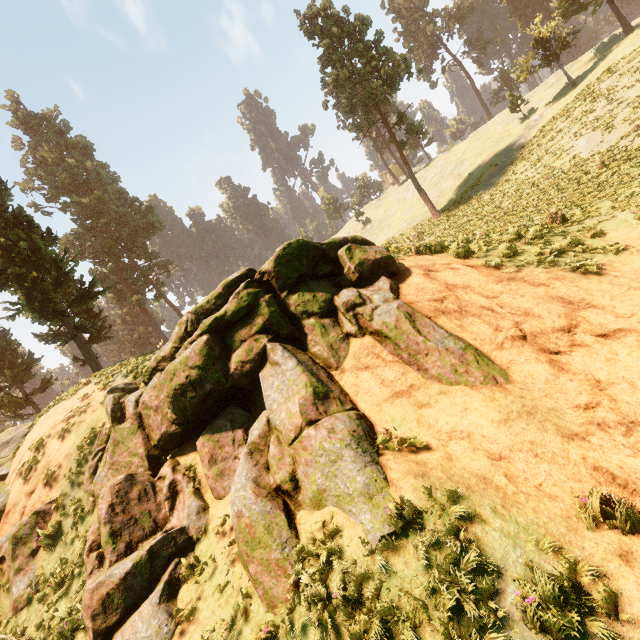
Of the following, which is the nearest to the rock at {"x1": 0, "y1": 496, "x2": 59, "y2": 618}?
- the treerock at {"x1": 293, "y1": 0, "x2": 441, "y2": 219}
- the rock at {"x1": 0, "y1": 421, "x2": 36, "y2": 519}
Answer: the rock at {"x1": 0, "y1": 421, "x2": 36, "y2": 519}

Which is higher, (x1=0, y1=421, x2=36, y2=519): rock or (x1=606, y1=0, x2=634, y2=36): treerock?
(x1=606, y1=0, x2=634, y2=36): treerock

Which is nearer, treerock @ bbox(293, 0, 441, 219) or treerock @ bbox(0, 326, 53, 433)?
treerock @ bbox(0, 326, 53, 433)

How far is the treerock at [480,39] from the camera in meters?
55.6 m

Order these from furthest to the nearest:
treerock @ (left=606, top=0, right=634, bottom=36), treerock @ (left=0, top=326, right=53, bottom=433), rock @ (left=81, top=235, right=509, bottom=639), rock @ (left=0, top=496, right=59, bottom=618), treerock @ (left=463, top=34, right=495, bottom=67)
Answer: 1. treerock @ (left=463, top=34, right=495, bottom=67)
2. treerock @ (left=606, top=0, right=634, bottom=36)
3. treerock @ (left=0, top=326, right=53, bottom=433)
4. rock @ (left=0, top=496, right=59, bottom=618)
5. rock @ (left=81, top=235, right=509, bottom=639)

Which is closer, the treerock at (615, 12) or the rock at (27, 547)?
the rock at (27, 547)

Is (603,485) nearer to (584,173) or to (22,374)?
(584,173)

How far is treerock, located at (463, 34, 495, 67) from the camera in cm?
5560
